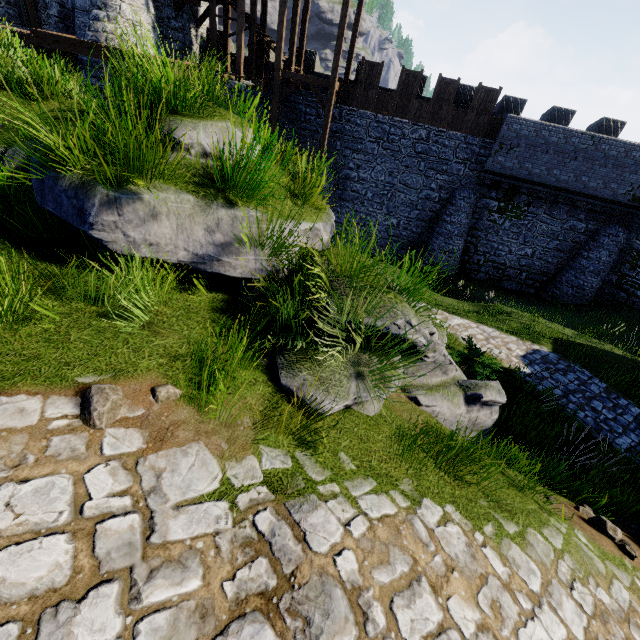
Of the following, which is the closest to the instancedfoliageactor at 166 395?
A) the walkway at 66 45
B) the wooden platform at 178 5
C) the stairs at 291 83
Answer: the walkway at 66 45

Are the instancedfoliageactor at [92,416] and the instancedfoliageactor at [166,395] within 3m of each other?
yes

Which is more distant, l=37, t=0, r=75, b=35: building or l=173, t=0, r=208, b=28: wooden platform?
l=173, t=0, r=208, b=28: wooden platform

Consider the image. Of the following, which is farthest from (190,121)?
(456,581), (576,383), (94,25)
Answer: (94,25)

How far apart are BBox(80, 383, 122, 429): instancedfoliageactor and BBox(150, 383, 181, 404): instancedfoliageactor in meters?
0.3

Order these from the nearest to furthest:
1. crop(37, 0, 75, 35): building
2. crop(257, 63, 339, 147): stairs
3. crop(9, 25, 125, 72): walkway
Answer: crop(9, 25, 125, 72): walkway
crop(37, 0, 75, 35): building
crop(257, 63, 339, 147): stairs

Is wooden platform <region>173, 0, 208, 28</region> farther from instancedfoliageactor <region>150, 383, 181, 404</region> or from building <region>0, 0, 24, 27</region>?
instancedfoliageactor <region>150, 383, 181, 404</region>

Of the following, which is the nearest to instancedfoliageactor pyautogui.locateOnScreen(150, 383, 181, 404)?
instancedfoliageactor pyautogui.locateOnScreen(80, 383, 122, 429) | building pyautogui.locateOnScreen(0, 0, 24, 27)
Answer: instancedfoliageactor pyautogui.locateOnScreen(80, 383, 122, 429)
